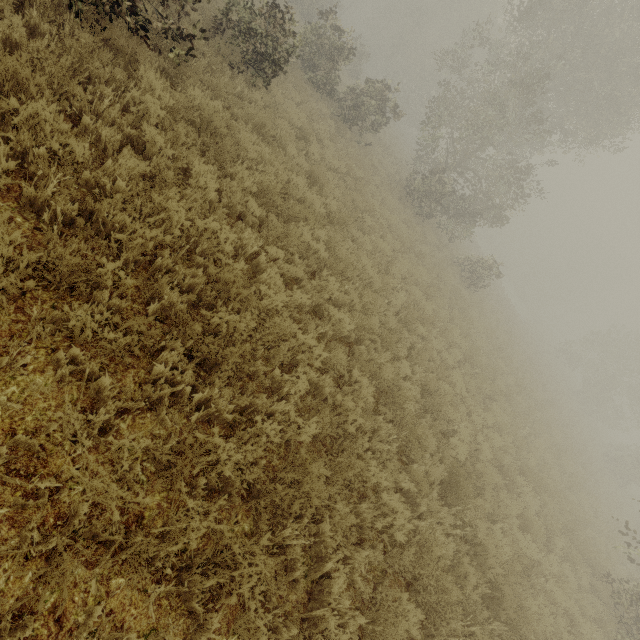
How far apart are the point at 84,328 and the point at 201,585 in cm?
245
